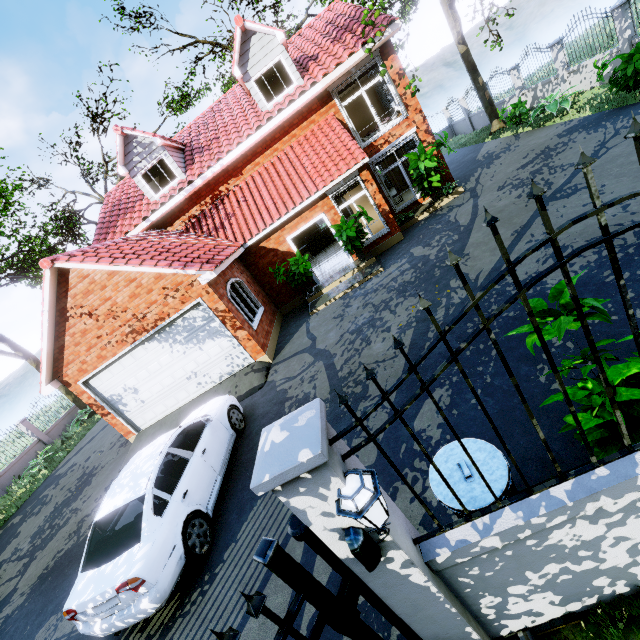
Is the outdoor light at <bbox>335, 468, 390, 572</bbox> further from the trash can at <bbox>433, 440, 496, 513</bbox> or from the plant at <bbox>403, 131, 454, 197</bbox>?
the plant at <bbox>403, 131, 454, 197</bbox>

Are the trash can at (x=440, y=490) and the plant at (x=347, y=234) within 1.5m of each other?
no

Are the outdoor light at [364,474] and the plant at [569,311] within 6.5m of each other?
yes

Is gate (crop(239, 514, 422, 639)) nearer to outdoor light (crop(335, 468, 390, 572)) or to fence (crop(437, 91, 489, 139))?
outdoor light (crop(335, 468, 390, 572))

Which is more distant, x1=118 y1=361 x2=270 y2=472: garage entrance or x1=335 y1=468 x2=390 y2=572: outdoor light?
x1=118 y1=361 x2=270 y2=472: garage entrance

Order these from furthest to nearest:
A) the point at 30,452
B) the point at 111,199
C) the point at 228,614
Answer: the point at 30,452
the point at 111,199
the point at 228,614

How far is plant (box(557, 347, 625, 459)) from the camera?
2.4m

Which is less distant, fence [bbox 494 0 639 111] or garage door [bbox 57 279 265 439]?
garage door [bbox 57 279 265 439]
